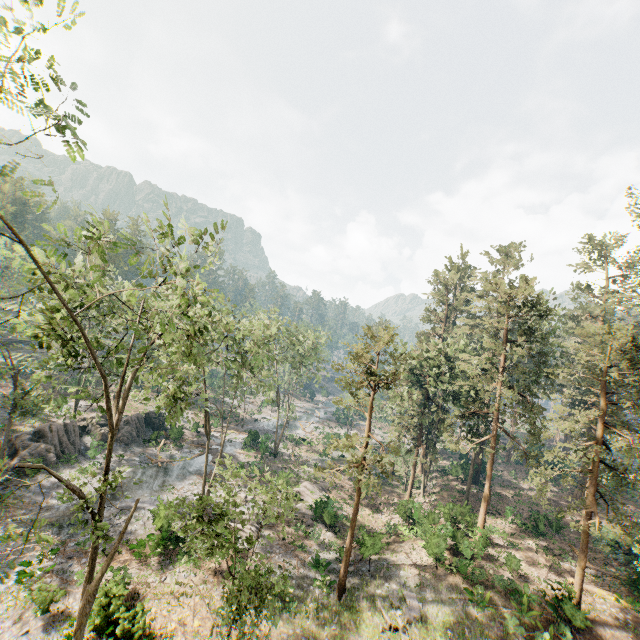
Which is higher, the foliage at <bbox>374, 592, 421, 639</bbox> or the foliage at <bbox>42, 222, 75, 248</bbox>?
the foliage at <bbox>42, 222, 75, 248</bbox>

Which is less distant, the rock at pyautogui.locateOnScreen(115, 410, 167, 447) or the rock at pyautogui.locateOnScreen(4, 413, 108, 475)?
the rock at pyautogui.locateOnScreen(4, 413, 108, 475)

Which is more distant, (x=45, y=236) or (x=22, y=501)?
(x=22, y=501)

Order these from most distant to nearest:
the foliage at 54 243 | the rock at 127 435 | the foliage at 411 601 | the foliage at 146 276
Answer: the rock at 127 435
the foliage at 411 601
the foliage at 146 276
the foliage at 54 243

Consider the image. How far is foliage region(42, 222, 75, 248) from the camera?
9.3 meters

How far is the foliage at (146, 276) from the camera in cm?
1041

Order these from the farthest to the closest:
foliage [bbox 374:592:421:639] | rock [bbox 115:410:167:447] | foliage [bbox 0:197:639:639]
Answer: rock [bbox 115:410:167:447]
foliage [bbox 374:592:421:639]
foliage [bbox 0:197:639:639]

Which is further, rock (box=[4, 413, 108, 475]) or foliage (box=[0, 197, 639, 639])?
rock (box=[4, 413, 108, 475])
